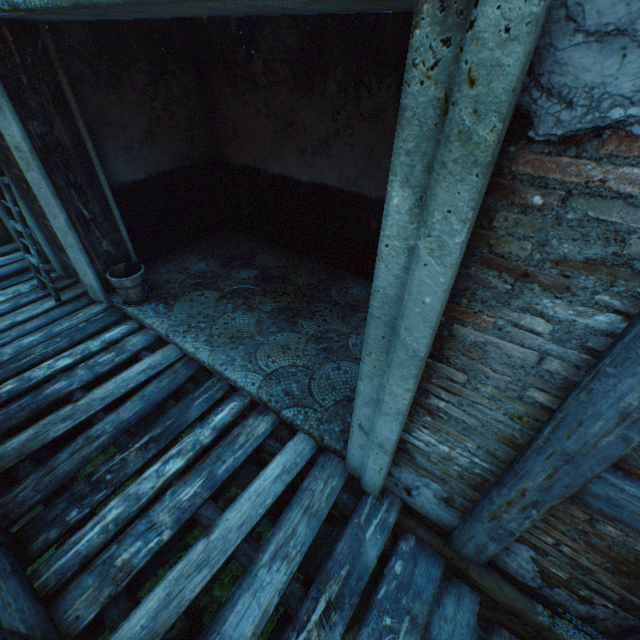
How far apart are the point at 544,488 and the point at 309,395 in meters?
2.1 m

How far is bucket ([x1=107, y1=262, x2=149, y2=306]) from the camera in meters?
4.1 m

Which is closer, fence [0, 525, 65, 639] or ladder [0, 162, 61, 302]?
fence [0, 525, 65, 639]

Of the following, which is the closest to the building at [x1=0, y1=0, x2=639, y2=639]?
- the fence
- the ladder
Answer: the ladder

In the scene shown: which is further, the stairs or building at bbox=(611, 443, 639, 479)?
the stairs

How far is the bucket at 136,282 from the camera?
4.1 meters

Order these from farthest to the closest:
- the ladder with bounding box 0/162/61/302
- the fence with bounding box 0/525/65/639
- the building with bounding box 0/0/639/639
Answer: the ladder with bounding box 0/162/61/302 → the fence with bounding box 0/525/65/639 → the building with bounding box 0/0/639/639

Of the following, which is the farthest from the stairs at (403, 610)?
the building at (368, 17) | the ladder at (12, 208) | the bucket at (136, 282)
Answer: the ladder at (12, 208)
